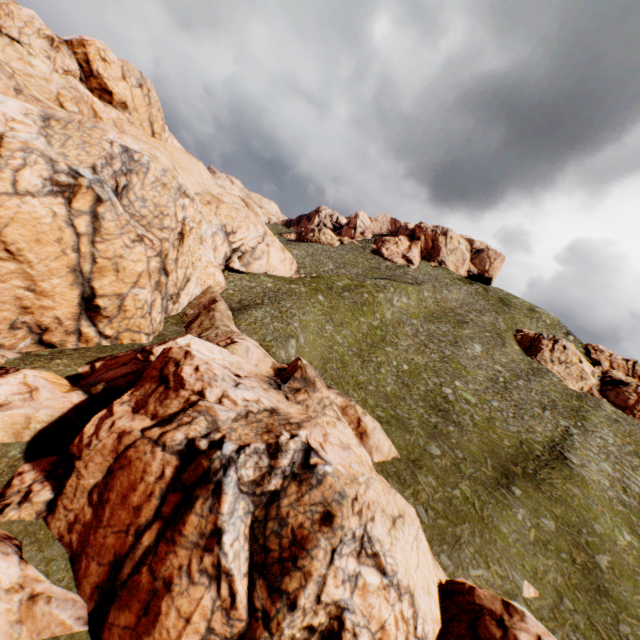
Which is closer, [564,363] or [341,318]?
[341,318]

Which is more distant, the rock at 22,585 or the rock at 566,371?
the rock at 566,371

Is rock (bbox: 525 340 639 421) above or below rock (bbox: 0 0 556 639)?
above

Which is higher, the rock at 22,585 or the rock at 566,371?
the rock at 566,371

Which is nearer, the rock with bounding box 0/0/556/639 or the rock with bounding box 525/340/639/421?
the rock with bounding box 0/0/556/639
